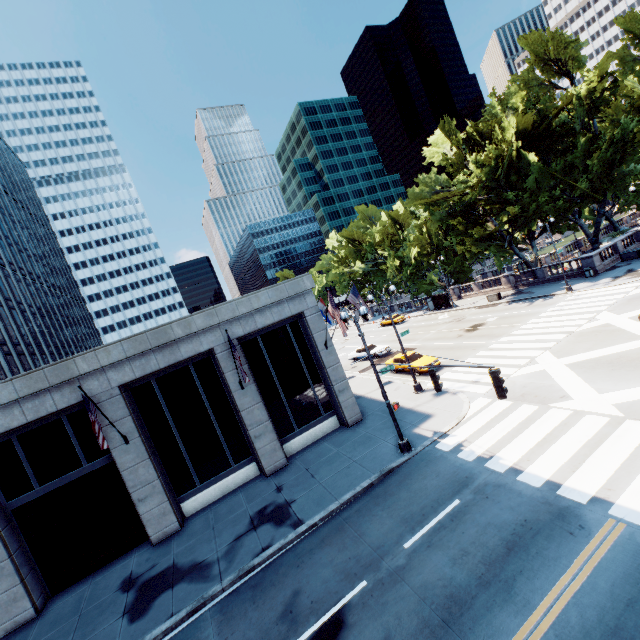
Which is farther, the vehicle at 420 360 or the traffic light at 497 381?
the vehicle at 420 360

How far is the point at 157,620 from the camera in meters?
10.9

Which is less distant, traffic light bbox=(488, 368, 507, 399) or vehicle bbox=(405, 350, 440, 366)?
traffic light bbox=(488, 368, 507, 399)

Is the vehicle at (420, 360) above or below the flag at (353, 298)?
below

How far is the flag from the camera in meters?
21.2 m

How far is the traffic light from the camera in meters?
9.0 m

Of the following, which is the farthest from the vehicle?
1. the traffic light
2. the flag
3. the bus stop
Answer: the bus stop

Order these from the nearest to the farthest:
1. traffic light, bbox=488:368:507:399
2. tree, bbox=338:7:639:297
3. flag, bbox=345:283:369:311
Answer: traffic light, bbox=488:368:507:399, flag, bbox=345:283:369:311, tree, bbox=338:7:639:297
